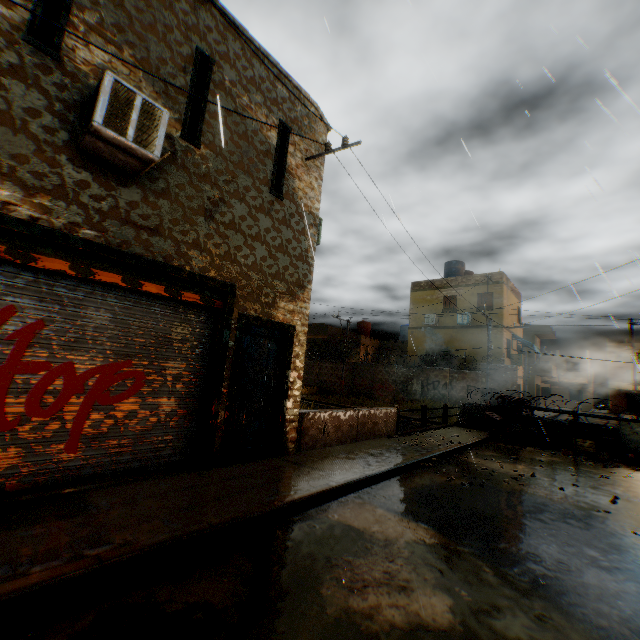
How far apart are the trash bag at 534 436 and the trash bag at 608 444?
0.92m

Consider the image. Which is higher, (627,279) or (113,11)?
(113,11)

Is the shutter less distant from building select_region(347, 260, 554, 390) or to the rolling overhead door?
the rolling overhead door

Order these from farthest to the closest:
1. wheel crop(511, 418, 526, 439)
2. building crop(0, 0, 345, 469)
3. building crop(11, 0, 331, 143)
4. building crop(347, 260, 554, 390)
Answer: building crop(347, 260, 554, 390) → wheel crop(511, 418, 526, 439) → building crop(11, 0, 331, 143) → building crop(0, 0, 345, 469)

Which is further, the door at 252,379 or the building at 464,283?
the building at 464,283

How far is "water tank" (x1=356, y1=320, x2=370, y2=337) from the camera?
36.9 meters

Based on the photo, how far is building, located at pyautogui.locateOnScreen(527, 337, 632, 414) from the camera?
37.88m

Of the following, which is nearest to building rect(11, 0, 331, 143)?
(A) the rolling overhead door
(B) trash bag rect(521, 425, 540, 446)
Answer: (A) the rolling overhead door
